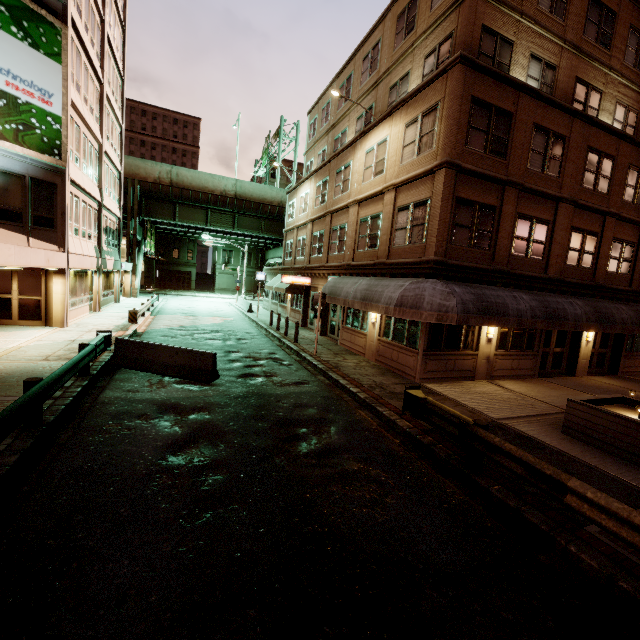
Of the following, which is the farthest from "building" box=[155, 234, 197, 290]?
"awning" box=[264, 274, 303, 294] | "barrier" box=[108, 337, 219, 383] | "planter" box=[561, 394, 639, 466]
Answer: "planter" box=[561, 394, 639, 466]

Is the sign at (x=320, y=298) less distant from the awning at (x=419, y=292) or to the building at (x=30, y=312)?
the awning at (x=419, y=292)

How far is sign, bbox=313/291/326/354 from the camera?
15.2 meters

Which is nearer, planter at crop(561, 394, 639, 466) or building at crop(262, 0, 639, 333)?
planter at crop(561, 394, 639, 466)

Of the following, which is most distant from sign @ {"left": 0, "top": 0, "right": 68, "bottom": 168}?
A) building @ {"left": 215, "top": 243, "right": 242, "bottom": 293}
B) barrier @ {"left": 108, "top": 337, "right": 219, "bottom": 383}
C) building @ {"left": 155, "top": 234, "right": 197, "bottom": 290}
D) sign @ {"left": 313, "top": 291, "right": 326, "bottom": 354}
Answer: building @ {"left": 215, "top": 243, "right": 242, "bottom": 293}

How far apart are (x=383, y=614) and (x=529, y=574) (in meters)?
2.21

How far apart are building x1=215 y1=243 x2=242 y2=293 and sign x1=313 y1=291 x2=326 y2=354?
47.7 meters

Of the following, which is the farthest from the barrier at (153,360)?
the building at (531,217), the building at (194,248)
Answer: the building at (194,248)
